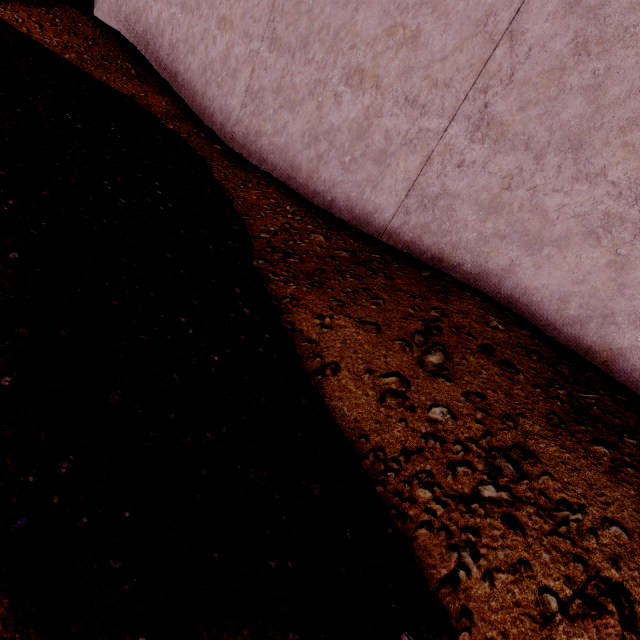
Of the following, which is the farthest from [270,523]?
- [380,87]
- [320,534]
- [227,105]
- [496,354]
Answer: [227,105]
